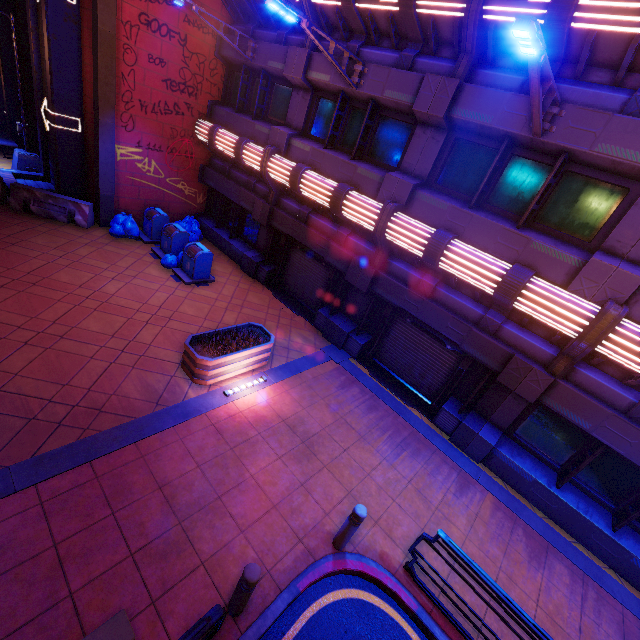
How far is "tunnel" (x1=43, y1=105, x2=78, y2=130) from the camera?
11.8m

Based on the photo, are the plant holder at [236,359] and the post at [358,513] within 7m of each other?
yes

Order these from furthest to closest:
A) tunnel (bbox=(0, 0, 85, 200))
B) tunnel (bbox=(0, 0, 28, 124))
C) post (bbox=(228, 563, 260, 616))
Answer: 1. tunnel (bbox=(0, 0, 28, 124))
2. tunnel (bbox=(0, 0, 85, 200))
3. post (bbox=(228, 563, 260, 616))

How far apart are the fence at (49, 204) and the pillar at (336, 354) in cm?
996

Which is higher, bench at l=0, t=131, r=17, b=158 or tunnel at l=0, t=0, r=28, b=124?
tunnel at l=0, t=0, r=28, b=124

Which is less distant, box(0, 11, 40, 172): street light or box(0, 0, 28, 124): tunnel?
box(0, 11, 40, 172): street light

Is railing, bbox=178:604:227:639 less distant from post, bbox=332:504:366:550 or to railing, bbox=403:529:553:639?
post, bbox=332:504:366:550

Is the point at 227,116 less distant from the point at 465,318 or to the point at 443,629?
the point at 465,318
